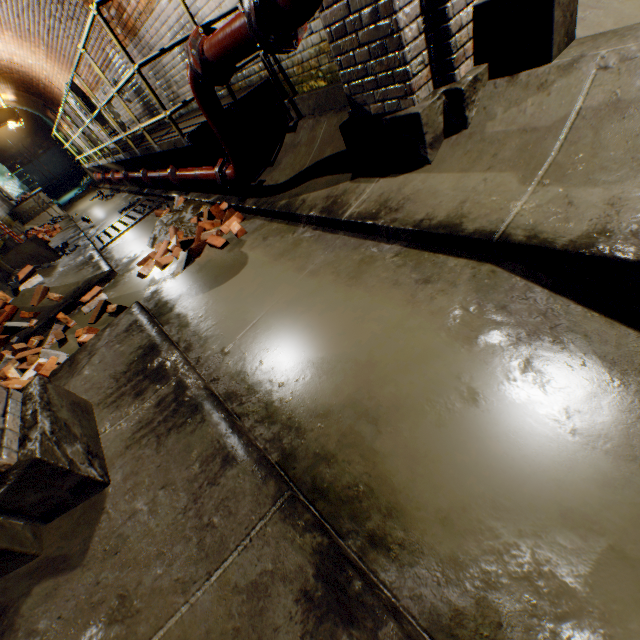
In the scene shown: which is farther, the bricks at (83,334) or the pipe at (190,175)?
the pipe at (190,175)

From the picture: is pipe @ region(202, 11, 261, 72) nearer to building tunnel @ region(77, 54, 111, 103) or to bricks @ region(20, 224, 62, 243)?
building tunnel @ region(77, 54, 111, 103)

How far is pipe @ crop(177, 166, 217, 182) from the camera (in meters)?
4.20

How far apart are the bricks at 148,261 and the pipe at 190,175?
0.3m

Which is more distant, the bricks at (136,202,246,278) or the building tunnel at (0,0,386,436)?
the bricks at (136,202,246,278)

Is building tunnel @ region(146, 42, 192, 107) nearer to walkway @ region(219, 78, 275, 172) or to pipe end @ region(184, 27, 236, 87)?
walkway @ region(219, 78, 275, 172)

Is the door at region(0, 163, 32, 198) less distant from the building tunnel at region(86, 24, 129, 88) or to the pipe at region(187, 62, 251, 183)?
the building tunnel at region(86, 24, 129, 88)

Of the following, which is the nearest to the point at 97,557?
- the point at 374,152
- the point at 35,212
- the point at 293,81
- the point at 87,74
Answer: the point at 374,152
